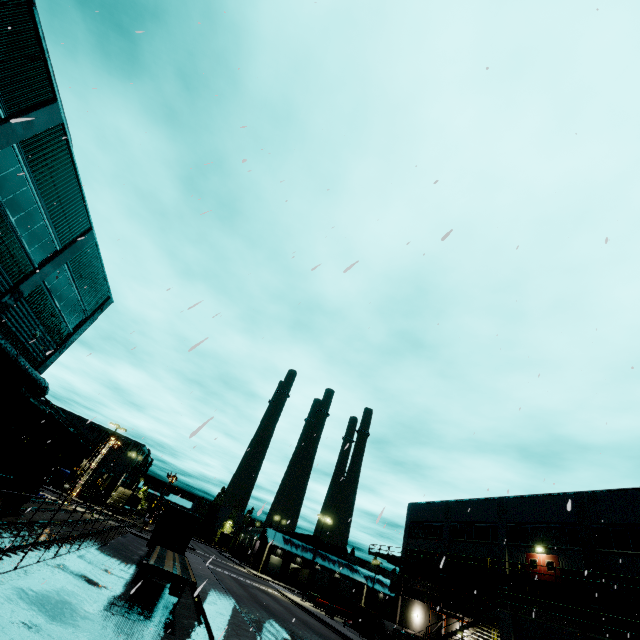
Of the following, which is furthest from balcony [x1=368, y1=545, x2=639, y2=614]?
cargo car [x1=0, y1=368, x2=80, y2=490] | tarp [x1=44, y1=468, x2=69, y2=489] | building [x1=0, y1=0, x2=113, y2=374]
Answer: tarp [x1=44, y1=468, x2=69, y2=489]

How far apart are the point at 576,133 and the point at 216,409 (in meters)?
10.57

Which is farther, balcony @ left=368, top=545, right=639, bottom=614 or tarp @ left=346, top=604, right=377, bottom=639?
tarp @ left=346, top=604, right=377, bottom=639

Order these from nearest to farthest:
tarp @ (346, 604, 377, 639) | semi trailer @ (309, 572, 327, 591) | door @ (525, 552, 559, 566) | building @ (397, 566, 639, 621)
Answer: building @ (397, 566, 639, 621) → door @ (525, 552, 559, 566) → tarp @ (346, 604, 377, 639) → semi trailer @ (309, 572, 327, 591)

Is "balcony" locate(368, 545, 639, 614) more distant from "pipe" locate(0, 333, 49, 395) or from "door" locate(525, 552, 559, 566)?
"pipe" locate(0, 333, 49, 395)

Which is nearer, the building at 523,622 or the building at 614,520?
the building at 523,622

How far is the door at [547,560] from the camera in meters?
26.0

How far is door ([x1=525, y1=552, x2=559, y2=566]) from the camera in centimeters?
A: 2595cm
